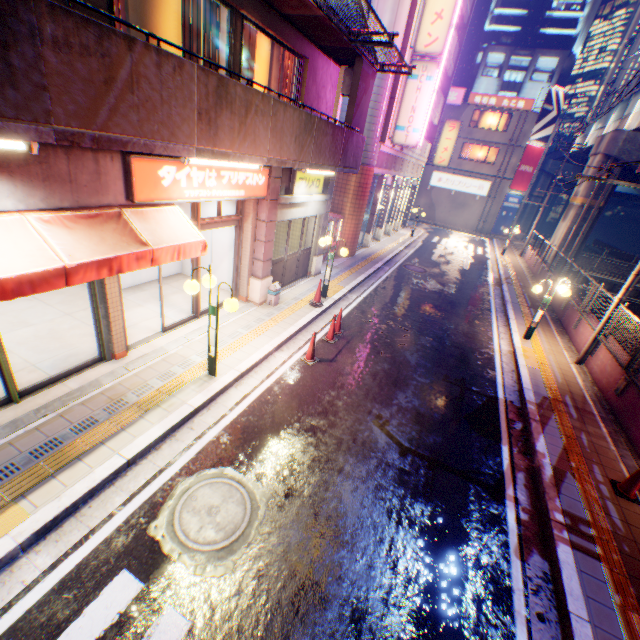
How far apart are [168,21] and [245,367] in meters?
6.9

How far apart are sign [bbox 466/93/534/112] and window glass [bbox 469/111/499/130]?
0.56m

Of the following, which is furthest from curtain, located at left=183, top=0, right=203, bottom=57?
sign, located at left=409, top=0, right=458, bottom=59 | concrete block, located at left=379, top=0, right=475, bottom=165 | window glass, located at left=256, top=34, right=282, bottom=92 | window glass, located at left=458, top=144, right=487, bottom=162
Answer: window glass, located at left=458, top=144, right=487, bottom=162

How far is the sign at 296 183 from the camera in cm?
978

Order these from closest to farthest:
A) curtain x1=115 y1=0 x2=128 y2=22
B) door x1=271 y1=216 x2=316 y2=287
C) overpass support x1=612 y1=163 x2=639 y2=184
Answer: curtain x1=115 y1=0 x2=128 y2=22 < door x1=271 y1=216 x2=316 y2=287 < overpass support x1=612 y1=163 x2=639 y2=184

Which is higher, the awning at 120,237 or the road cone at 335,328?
the awning at 120,237

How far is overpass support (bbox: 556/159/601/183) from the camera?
22.0 meters

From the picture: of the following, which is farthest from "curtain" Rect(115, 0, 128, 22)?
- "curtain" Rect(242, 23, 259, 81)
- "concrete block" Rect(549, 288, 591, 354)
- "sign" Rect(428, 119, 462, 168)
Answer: "sign" Rect(428, 119, 462, 168)
